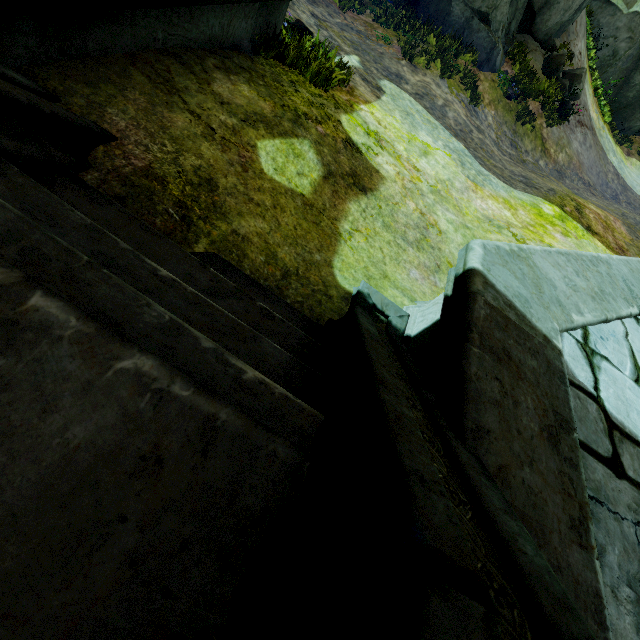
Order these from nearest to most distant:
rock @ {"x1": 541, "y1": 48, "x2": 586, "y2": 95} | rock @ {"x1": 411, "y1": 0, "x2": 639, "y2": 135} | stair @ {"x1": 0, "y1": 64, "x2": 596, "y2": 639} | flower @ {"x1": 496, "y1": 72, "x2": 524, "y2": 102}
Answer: stair @ {"x1": 0, "y1": 64, "x2": 596, "y2": 639} < rock @ {"x1": 411, "y1": 0, "x2": 639, "y2": 135} < flower @ {"x1": 496, "y1": 72, "x2": 524, "y2": 102} < rock @ {"x1": 541, "y1": 48, "x2": 586, "y2": 95}

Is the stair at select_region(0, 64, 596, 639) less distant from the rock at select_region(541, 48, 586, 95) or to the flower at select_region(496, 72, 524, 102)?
the rock at select_region(541, 48, 586, 95)

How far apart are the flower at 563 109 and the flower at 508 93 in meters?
3.2 m

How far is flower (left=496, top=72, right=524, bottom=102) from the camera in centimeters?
1099cm

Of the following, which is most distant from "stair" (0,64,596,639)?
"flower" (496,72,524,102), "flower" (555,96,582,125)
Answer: "flower" (555,96,582,125)

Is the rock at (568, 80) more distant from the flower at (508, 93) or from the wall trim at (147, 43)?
the wall trim at (147, 43)

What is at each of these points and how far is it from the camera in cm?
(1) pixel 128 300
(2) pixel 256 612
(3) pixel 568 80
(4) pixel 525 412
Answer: (1) stair, 96
(2) stair, 62
(3) rock, 1314
(4) wall trim, 142

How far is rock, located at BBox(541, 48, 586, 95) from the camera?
12.3m
